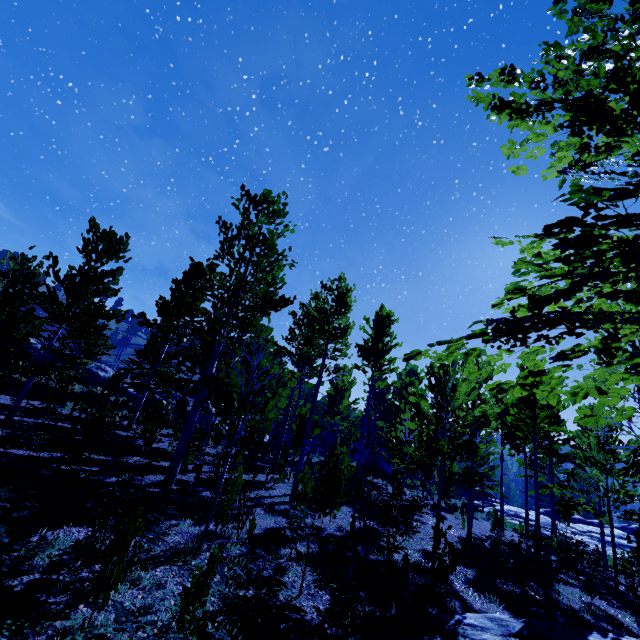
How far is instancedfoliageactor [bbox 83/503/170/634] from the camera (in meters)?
3.44

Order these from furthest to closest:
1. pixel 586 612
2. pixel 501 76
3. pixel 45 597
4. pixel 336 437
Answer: pixel 336 437, pixel 586 612, pixel 45 597, pixel 501 76

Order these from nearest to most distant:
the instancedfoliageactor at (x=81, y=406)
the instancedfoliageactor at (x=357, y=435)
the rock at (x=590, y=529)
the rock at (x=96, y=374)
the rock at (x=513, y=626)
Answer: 1. the instancedfoliageactor at (x=357, y=435)
2. the rock at (x=513, y=626)
3. the instancedfoliageactor at (x=81, y=406)
4. the rock at (x=590, y=529)
5. the rock at (x=96, y=374)

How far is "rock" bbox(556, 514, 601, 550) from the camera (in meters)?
23.65

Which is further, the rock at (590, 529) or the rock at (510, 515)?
the rock at (510, 515)

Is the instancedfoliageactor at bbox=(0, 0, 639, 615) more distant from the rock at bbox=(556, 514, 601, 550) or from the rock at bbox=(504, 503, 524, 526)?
the rock at bbox=(556, 514, 601, 550)

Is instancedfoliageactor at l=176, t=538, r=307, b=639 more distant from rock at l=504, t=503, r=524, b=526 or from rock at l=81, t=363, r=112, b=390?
rock at l=81, t=363, r=112, b=390
